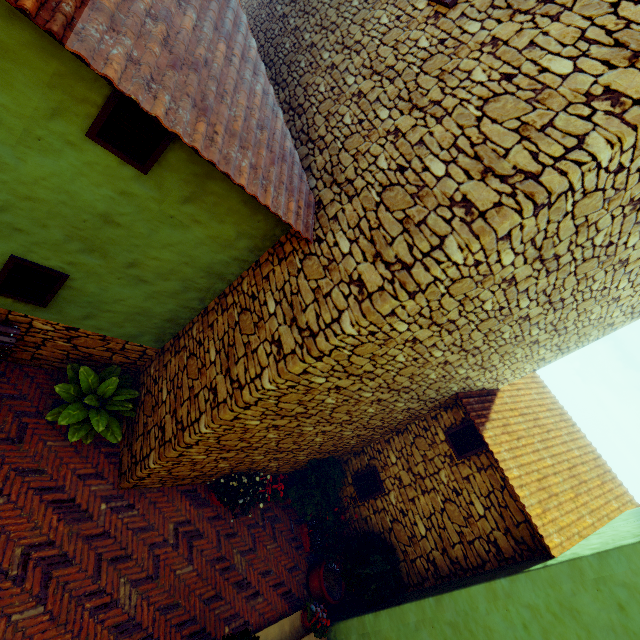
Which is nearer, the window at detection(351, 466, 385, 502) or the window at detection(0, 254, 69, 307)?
the window at detection(0, 254, 69, 307)

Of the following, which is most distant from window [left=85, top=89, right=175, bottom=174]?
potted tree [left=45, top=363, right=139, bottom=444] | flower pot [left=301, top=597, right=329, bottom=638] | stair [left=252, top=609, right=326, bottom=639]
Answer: flower pot [left=301, top=597, right=329, bottom=638]

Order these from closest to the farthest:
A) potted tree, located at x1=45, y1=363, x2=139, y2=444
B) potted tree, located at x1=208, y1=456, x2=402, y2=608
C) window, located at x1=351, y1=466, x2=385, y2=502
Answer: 1. potted tree, located at x1=45, y1=363, x2=139, y2=444
2. potted tree, located at x1=208, y1=456, x2=402, y2=608
3. window, located at x1=351, y1=466, x2=385, y2=502

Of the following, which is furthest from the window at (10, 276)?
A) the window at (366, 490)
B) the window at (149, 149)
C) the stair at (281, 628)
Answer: the window at (366, 490)

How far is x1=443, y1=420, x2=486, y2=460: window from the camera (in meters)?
6.32

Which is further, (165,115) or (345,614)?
(345,614)

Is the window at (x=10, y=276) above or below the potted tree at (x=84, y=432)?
above

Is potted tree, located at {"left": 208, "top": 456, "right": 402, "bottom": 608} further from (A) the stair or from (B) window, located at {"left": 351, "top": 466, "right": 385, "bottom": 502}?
(A) the stair
